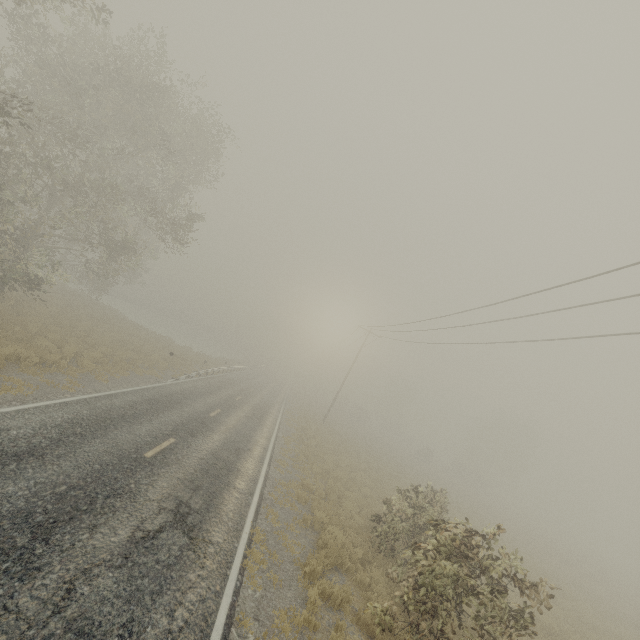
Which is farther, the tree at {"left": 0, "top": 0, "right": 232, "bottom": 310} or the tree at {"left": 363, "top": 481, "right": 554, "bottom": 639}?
the tree at {"left": 0, "top": 0, "right": 232, "bottom": 310}

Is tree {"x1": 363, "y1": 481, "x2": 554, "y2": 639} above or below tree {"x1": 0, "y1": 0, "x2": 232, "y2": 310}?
below

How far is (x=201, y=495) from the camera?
9.2 meters

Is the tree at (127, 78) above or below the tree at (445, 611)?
above

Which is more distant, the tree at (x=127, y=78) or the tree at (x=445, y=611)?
the tree at (x=127, y=78)
